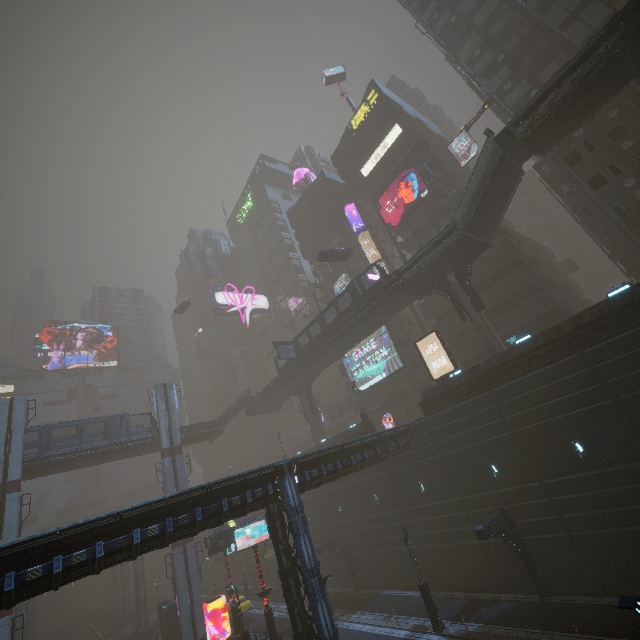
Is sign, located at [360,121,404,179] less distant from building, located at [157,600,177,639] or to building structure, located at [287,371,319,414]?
building, located at [157,600,177,639]

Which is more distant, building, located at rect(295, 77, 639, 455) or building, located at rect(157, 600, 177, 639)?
building, located at rect(157, 600, 177, 639)

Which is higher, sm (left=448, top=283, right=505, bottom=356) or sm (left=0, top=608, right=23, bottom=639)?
sm (left=448, top=283, right=505, bottom=356)

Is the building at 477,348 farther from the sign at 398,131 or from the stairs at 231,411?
the stairs at 231,411

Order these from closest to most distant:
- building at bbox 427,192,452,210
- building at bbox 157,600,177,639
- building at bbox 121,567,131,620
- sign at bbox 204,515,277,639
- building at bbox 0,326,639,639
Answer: building at bbox 0,326,639,639
sign at bbox 204,515,277,639
building at bbox 157,600,177,639
building at bbox 427,192,452,210
building at bbox 121,567,131,620

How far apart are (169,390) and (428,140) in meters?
48.1 m

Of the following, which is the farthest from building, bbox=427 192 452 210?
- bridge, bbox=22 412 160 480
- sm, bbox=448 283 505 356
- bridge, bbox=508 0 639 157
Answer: bridge, bbox=22 412 160 480

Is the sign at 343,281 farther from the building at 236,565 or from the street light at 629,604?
the street light at 629,604
